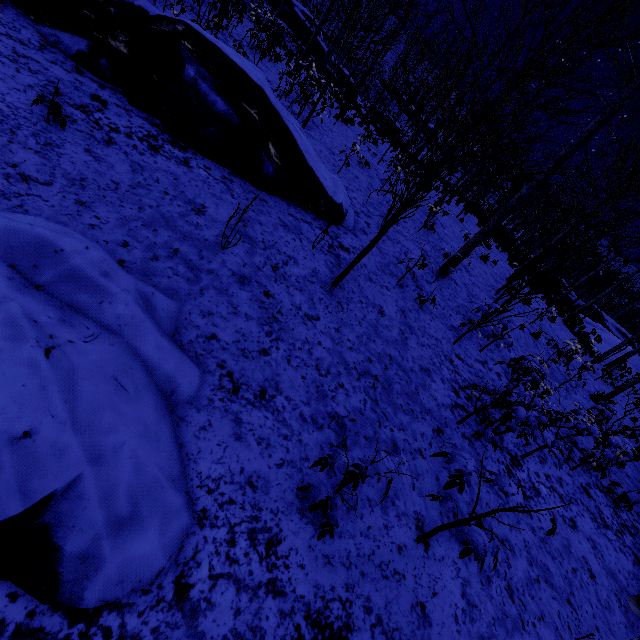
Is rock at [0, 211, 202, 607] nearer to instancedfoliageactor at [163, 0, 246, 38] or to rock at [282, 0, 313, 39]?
instancedfoliageactor at [163, 0, 246, 38]

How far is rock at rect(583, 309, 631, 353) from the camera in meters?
22.7

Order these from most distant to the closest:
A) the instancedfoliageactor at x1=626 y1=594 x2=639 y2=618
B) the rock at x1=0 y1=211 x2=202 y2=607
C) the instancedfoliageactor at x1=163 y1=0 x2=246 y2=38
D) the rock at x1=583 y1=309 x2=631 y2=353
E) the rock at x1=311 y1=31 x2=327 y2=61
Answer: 1. the rock at x1=311 y1=31 x2=327 y2=61
2. the rock at x1=583 y1=309 x2=631 y2=353
3. the instancedfoliageactor at x1=163 y1=0 x2=246 y2=38
4. the instancedfoliageactor at x1=626 y1=594 x2=639 y2=618
5. the rock at x1=0 y1=211 x2=202 y2=607

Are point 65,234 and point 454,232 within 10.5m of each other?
no

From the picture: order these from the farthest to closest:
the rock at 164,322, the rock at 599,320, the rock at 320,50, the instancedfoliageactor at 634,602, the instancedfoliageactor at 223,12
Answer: the rock at 320,50
the rock at 599,320
the instancedfoliageactor at 223,12
the instancedfoliageactor at 634,602
the rock at 164,322

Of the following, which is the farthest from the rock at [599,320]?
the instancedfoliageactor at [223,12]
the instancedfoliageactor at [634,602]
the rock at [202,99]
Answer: the instancedfoliageactor at [223,12]

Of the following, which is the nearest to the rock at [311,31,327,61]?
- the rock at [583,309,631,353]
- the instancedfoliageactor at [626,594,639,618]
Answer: the rock at [583,309,631,353]

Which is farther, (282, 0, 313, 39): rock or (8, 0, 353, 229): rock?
(282, 0, 313, 39): rock
